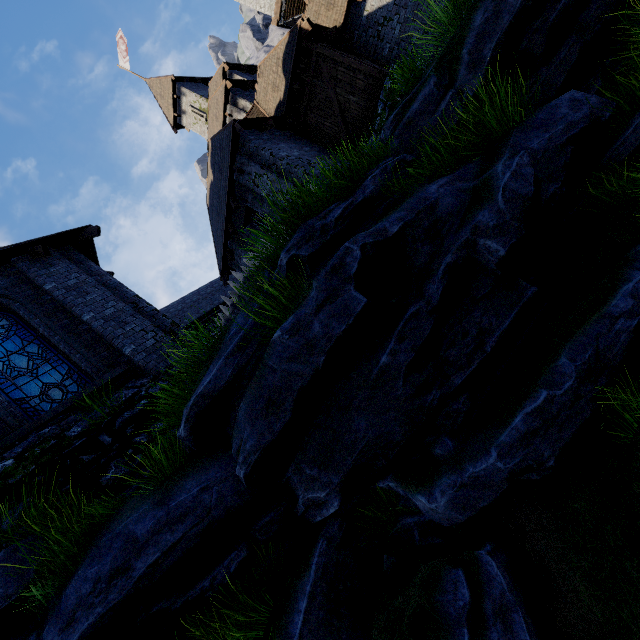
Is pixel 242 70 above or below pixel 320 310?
above

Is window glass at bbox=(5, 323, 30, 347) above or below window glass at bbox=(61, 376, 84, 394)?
above

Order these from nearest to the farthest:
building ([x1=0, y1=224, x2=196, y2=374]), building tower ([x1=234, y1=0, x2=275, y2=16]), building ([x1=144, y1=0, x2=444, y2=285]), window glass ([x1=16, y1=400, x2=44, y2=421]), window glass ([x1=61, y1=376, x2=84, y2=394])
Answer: window glass ([x1=16, y1=400, x2=44, y2=421]), window glass ([x1=61, y1=376, x2=84, y2=394]), building ([x1=0, y1=224, x2=196, y2=374]), building ([x1=144, y1=0, x2=444, y2=285]), building tower ([x1=234, y1=0, x2=275, y2=16])

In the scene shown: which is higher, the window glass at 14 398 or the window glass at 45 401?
the window glass at 14 398

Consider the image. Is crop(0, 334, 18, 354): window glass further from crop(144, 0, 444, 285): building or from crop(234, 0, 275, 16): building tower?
crop(234, 0, 275, 16): building tower

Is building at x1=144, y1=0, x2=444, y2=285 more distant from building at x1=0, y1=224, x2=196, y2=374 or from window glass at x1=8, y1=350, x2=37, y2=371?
window glass at x1=8, y1=350, x2=37, y2=371

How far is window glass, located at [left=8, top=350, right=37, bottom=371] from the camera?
7.3m

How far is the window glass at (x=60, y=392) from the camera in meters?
7.0
